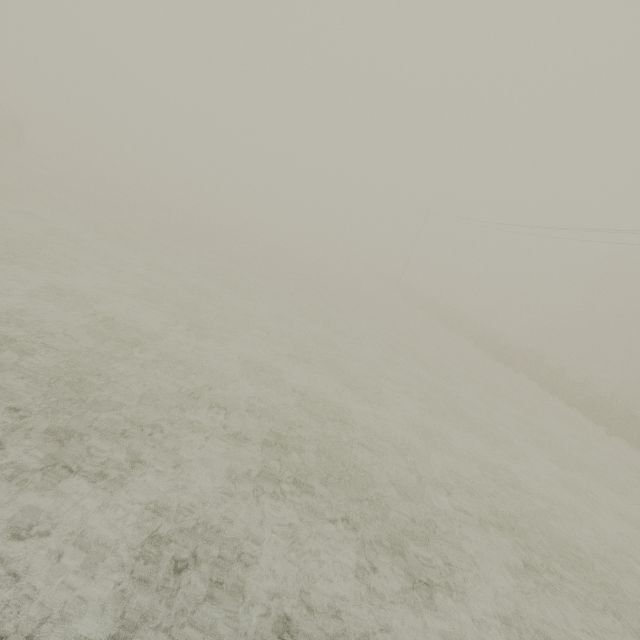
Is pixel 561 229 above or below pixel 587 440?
above
